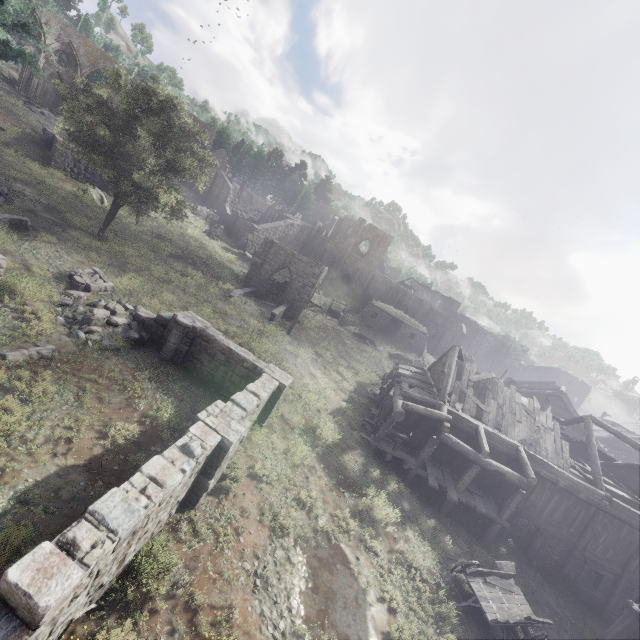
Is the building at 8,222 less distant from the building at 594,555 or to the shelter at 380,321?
the building at 594,555

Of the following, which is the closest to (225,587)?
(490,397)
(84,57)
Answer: (490,397)

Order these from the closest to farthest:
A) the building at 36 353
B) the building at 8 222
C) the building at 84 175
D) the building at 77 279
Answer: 1. the building at 36 353
2. the building at 77 279
3. the building at 8 222
4. the building at 84 175

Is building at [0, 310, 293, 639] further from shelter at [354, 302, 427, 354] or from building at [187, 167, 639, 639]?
shelter at [354, 302, 427, 354]

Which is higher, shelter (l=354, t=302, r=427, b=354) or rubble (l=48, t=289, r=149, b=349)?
shelter (l=354, t=302, r=427, b=354)

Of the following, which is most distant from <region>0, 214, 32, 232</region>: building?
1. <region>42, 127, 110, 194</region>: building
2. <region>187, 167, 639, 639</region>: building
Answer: <region>187, 167, 639, 639</region>: building

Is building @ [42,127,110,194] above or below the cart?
above

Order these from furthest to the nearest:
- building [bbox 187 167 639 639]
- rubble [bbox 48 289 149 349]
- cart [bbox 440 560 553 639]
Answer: building [bbox 187 167 639 639] → rubble [bbox 48 289 149 349] → cart [bbox 440 560 553 639]
